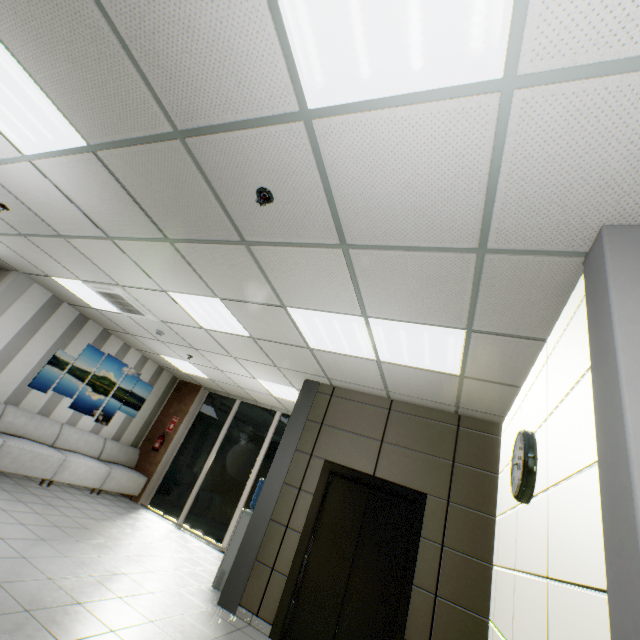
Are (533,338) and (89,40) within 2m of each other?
no

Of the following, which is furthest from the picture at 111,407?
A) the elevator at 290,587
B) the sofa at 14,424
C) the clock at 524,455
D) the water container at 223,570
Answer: the clock at 524,455

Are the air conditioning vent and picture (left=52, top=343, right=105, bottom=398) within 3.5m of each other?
yes

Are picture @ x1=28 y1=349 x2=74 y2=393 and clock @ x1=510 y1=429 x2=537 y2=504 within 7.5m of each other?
no

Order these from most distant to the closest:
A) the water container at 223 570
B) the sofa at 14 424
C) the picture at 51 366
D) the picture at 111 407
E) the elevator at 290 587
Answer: the picture at 111 407 < the picture at 51 366 < the sofa at 14 424 < the water container at 223 570 < the elevator at 290 587

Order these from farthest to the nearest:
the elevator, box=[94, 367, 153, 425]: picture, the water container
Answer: box=[94, 367, 153, 425]: picture
the water container
the elevator

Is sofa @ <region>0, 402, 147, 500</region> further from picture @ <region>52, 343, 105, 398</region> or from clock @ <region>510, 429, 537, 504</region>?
clock @ <region>510, 429, 537, 504</region>

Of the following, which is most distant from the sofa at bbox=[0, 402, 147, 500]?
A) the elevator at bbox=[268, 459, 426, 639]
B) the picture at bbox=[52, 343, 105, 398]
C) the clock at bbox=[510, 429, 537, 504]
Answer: the clock at bbox=[510, 429, 537, 504]
